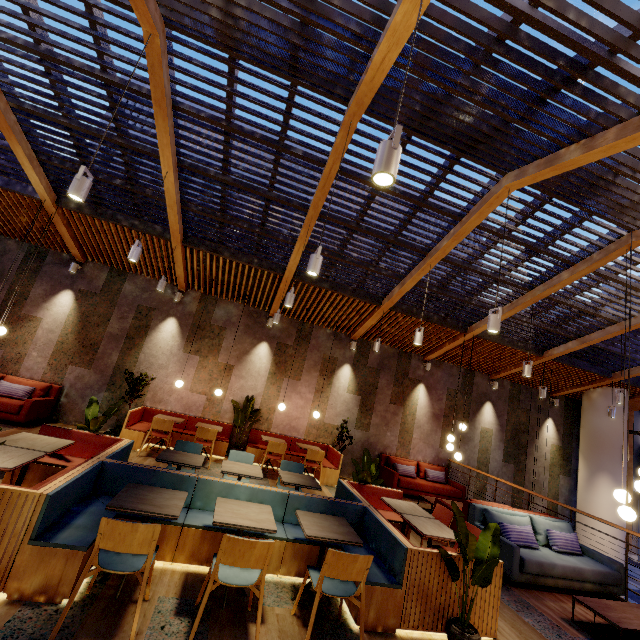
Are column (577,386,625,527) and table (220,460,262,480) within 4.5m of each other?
no

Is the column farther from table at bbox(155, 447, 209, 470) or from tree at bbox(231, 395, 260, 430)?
table at bbox(155, 447, 209, 470)

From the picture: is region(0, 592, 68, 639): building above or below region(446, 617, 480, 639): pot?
below

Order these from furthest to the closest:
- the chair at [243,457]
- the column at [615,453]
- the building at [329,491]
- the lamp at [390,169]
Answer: the column at [615,453]
the building at [329,491]
the chair at [243,457]
the lamp at [390,169]

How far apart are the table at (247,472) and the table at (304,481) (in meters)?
0.31

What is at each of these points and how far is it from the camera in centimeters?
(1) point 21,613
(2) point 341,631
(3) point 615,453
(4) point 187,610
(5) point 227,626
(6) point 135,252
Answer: (1) building, 251cm
(2) building, 315cm
(3) column, 1029cm
(4) building, 294cm
(5) building, 287cm
(6) lamp, 529cm

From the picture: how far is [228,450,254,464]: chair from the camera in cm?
571

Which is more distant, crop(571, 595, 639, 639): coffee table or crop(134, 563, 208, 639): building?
crop(571, 595, 639, 639): coffee table
